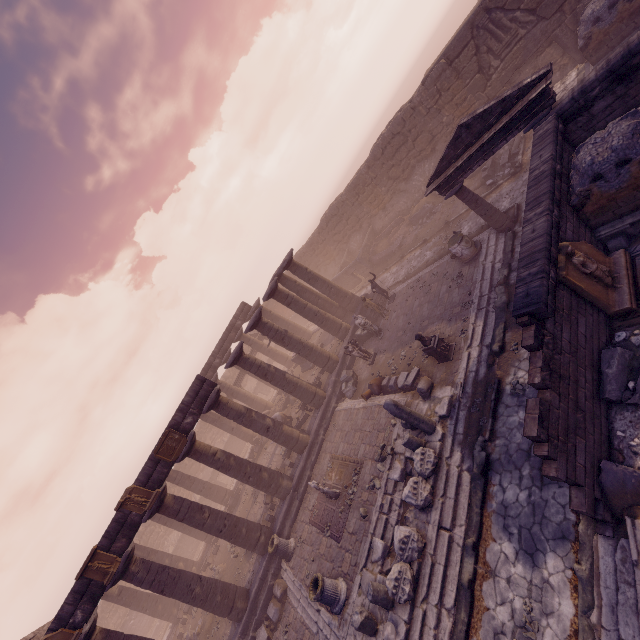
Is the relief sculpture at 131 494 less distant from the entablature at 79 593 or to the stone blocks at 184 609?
the entablature at 79 593

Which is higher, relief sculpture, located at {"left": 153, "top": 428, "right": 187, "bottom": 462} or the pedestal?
relief sculpture, located at {"left": 153, "top": 428, "right": 187, "bottom": 462}

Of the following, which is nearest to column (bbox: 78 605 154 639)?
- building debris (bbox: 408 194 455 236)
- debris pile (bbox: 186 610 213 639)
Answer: debris pile (bbox: 186 610 213 639)

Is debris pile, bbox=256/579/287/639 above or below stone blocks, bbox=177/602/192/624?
below

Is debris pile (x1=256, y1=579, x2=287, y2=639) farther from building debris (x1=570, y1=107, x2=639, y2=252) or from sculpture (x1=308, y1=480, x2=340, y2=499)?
building debris (x1=570, y1=107, x2=639, y2=252)

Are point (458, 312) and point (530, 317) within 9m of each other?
yes

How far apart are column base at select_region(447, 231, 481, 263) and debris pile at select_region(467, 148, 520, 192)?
3.65m

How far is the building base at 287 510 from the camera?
14.68m
